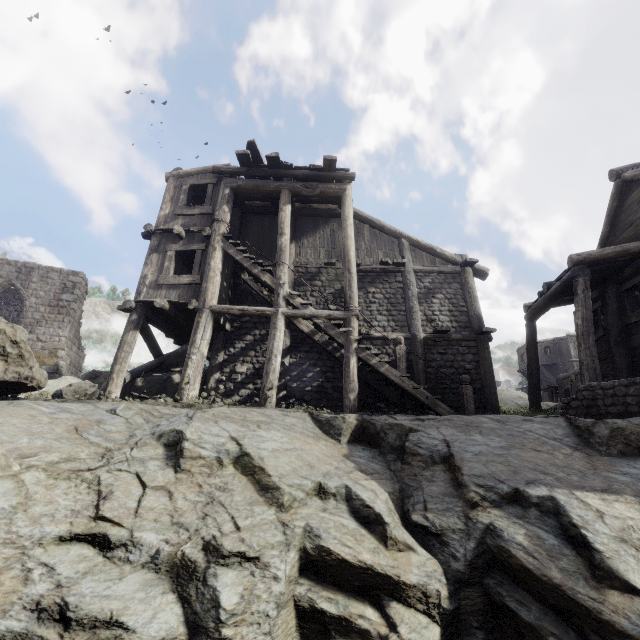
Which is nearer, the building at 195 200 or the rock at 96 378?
the building at 195 200

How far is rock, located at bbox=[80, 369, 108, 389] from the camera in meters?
17.1 m

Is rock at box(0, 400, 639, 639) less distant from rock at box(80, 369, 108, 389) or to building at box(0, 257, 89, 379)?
Result: building at box(0, 257, 89, 379)

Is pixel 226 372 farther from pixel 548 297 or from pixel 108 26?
pixel 108 26

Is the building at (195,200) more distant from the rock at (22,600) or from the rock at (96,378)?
the rock at (96,378)

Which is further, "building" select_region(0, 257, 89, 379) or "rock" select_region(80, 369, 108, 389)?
"building" select_region(0, 257, 89, 379)

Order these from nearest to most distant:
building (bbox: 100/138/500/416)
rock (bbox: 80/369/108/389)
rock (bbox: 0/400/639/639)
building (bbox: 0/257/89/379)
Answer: rock (bbox: 0/400/639/639)
building (bbox: 100/138/500/416)
rock (bbox: 80/369/108/389)
building (bbox: 0/257/89/379)
